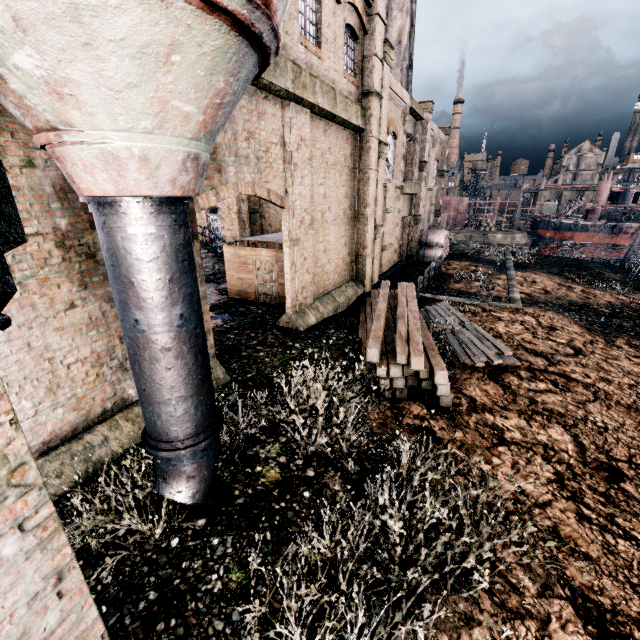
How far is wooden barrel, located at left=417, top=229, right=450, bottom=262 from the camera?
30.66m

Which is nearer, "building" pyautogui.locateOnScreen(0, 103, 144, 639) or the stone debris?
"building" pyautogui.locateOnScreen(0, 103, 144, 639)

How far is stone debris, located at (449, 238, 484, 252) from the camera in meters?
36.8

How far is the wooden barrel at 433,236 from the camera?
30.66m

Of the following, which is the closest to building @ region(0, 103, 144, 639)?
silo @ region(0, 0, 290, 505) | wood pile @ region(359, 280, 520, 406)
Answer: silo @ region(0, 0, 290, 505)

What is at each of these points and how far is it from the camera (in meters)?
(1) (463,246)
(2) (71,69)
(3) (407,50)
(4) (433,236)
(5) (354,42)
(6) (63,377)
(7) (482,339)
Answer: (1) stone debris, 38.97
(2) silo, 2.64
(3) chimney, 31.36
(4) wooden barrel, 30.86
(5) building, 14.98
(6) building, 6.30
(7) wood pile, 12.87

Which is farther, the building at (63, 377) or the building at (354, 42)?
the building at (354, 42)

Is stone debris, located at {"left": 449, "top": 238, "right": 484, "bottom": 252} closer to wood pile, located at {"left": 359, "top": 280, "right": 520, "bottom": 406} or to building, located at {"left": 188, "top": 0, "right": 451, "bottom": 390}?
building, located at {"left": 188, "top": 0, "right": 451, "bottom": 390}
